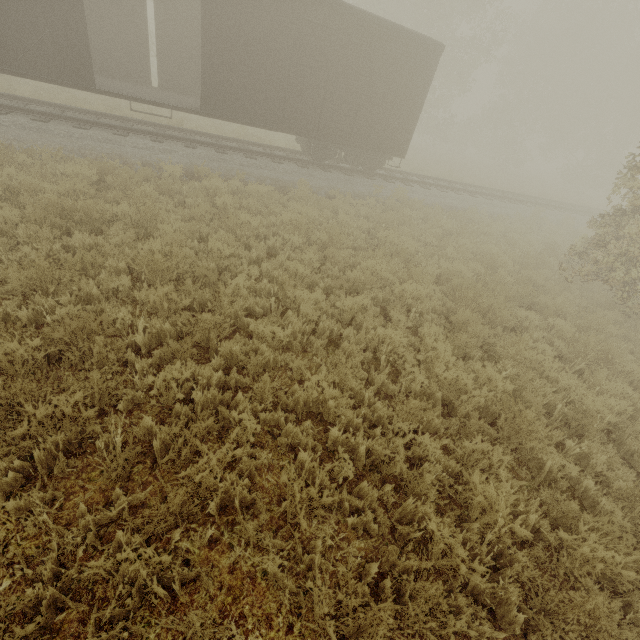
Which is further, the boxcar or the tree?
the tree

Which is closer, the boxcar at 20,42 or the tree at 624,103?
the boxcar at 20,42

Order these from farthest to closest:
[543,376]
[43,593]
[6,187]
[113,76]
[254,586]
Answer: [113,76], [6,187], [543,376], [254,586], [43,593]
